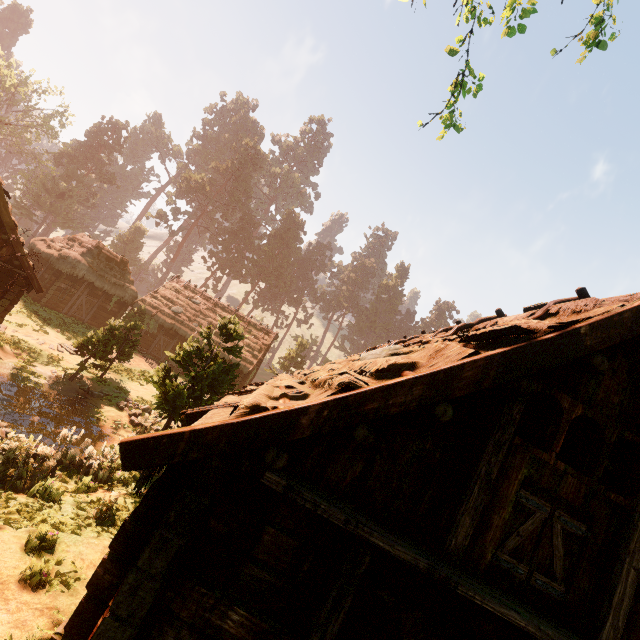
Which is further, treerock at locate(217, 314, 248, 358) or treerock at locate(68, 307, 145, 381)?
treerock at locate(68, 307, 145, 381)

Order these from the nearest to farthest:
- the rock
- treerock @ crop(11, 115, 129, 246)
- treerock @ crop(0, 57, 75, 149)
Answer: the rock → treerock @ crop(0, 57, 75, 149) → treerock @ crop(11, 115, 129, 246)

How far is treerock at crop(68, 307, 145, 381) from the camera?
15.8 meters

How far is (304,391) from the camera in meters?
5.3 m

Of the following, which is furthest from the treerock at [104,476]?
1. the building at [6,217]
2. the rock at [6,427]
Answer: the rock at [6,427]

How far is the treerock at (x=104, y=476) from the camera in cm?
928
